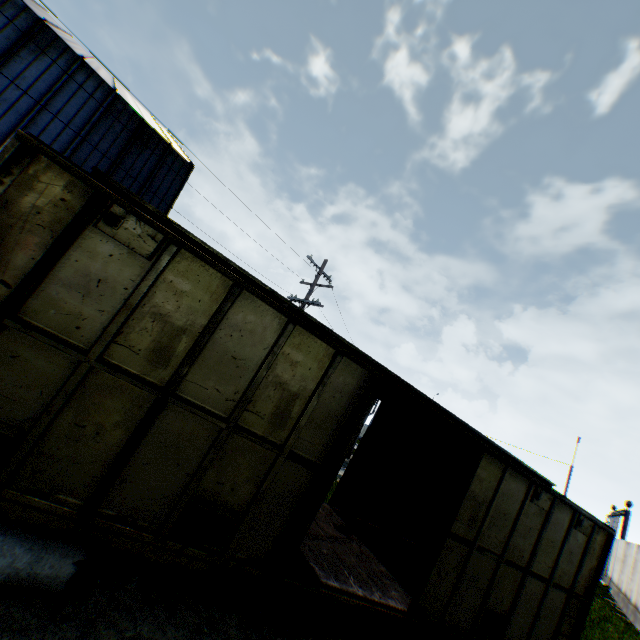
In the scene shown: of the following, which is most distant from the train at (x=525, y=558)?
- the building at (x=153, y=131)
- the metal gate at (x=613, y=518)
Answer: the metal gate at (x=613, y=518)

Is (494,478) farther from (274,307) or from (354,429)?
(274,307)

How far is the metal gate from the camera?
26.5 meters

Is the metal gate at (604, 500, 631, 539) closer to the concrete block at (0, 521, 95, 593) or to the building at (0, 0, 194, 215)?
the concrete block at (0, 521, 95, 593)

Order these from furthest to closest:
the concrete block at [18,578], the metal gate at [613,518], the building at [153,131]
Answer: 1. the metal gate at [613,518]
2. the building at [153,131]
3. the concrete block at [18,578]

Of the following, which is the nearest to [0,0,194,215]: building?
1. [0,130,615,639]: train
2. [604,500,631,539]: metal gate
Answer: [0,130,615,639]: train

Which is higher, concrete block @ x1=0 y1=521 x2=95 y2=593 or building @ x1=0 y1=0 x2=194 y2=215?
building @ x1=0 y1=0 x2=194 y2=215

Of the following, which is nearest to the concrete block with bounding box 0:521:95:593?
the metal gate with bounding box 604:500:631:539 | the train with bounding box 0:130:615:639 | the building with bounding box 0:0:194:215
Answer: the train with bounding box 0:130:615:639
